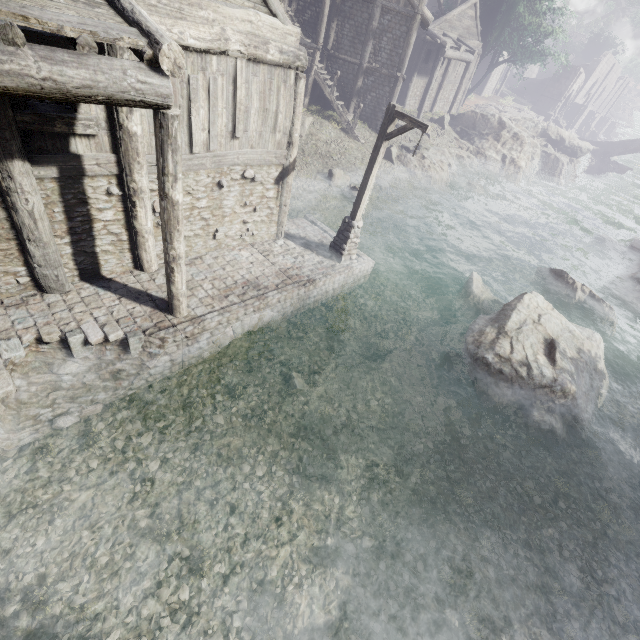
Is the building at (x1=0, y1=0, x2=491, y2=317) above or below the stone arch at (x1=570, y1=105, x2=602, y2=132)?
below

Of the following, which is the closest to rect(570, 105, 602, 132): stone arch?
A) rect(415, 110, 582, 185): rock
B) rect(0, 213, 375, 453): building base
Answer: rect(415, 110, 582, 185): rock

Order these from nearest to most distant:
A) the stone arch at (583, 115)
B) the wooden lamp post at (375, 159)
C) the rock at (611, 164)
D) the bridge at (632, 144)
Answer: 1. the wooden lamp post at (375, 159)
2. the bridge at (632, 144)
3. the rock at (611, 164)
4. the stone arch at (583, 115)

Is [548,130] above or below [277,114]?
above

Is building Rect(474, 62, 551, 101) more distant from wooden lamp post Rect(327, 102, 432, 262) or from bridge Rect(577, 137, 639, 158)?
bridge Rect(577, 137, 639, 158)

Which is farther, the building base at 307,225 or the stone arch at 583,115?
the stone arch at 583,115

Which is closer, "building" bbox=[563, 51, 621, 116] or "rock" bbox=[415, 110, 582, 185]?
"rock" bbox=[415, 110, 582, 185]

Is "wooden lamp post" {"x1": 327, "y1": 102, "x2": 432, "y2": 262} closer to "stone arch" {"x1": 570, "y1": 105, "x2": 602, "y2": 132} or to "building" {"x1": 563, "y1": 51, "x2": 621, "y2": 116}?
"building" {"x1": 563, "y1": 51, "x2": 621, "y2": 116}
